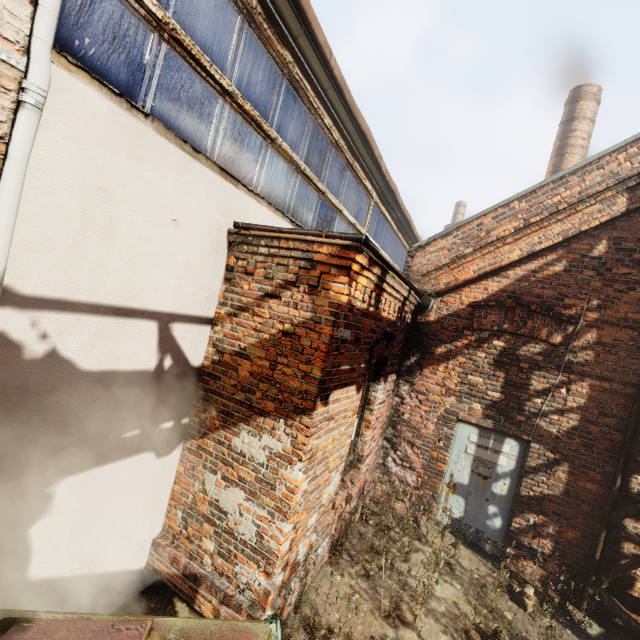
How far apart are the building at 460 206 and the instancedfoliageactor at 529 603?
29.5m

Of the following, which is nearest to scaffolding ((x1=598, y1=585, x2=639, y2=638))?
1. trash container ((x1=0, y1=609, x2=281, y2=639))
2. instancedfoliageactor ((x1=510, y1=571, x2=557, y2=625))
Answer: instancedfoliageactor ((x1=510, y1=571, x2=557, y2=625))

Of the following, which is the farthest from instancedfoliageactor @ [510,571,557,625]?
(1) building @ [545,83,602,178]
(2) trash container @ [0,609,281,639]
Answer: (1) building @ [545,83,602,178]

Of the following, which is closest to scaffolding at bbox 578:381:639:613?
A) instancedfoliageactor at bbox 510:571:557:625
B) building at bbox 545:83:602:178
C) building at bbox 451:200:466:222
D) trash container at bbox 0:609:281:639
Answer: instancedfoliageactor at bbox 510:571:557:625

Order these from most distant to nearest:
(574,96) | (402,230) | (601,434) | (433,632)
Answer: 1. (574,96)
2. (402,230)
3. (601,434)
4. (433,632)

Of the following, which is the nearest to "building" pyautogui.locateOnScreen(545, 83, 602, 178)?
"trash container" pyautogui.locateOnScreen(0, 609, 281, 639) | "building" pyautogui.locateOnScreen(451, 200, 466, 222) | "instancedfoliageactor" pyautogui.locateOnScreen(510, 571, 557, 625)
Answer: "instancedfoliageactor" pyautogui.locateOnScreen(510, 571, 557, 625)

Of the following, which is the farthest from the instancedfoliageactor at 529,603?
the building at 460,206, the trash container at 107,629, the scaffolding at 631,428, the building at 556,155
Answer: the building at 460,206

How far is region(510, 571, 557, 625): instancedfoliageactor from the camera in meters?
3.7
